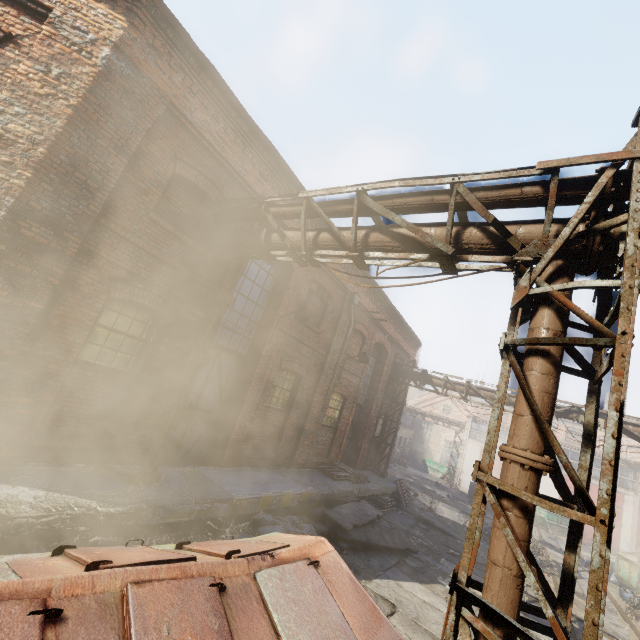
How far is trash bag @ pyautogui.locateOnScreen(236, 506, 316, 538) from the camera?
6.6m

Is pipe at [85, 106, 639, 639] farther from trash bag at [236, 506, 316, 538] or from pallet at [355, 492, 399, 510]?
pallet at [355, 492, 399, 510]

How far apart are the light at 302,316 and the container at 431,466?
31.6m

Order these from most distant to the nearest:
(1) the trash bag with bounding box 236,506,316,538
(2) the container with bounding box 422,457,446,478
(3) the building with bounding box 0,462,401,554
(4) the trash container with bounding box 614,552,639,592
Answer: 1. (2) the container with bounding box 422,457,446,478
2. (4) the trash container with bounding box 614,552,639,592
3. (1) the trash bag with bounding box 236,506,316,538
4. (3) the building with bounding box 0,462,401,554

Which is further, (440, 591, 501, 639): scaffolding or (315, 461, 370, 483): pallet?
(315, 461, 370, 483): pallet

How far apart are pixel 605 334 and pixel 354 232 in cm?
324

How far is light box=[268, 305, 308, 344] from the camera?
8.55m

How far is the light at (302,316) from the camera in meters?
8.6 m
